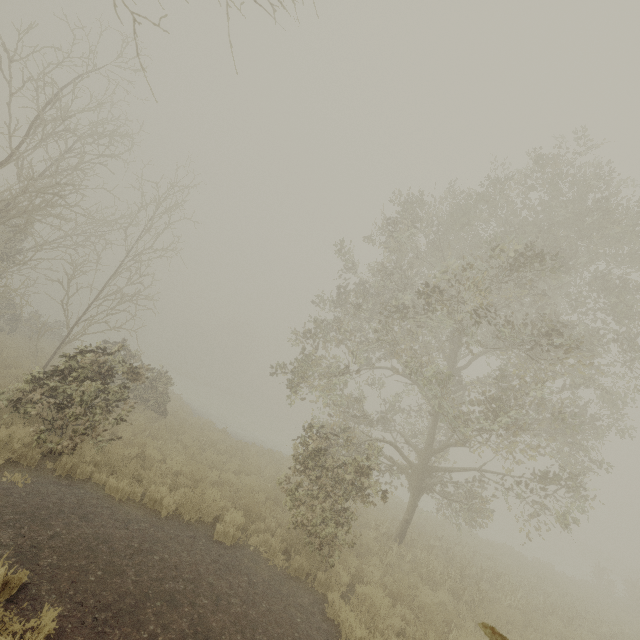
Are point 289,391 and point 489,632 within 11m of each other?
no
